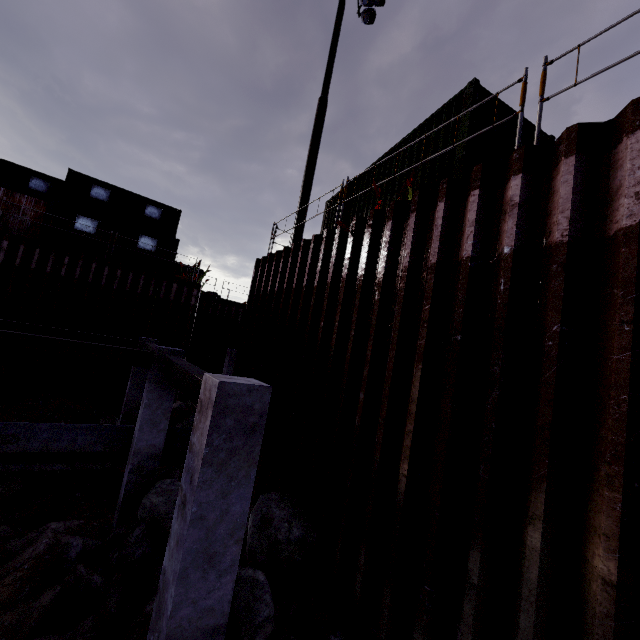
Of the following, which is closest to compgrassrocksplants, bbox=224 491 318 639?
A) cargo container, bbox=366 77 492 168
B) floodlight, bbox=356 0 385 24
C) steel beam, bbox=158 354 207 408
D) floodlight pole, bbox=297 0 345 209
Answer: steel beam, bbox=158 354 207 408

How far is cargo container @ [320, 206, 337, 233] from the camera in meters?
10.3

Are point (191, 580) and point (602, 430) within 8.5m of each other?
yes

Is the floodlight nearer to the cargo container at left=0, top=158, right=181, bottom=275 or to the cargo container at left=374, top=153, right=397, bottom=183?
the cargo container at left=374, top=153, right=397, bottom=183

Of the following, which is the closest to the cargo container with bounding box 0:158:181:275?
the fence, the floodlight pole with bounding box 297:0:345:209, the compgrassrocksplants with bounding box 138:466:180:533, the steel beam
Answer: the fence

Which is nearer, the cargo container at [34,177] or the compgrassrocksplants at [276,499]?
the compgrassrocksplants at [276,499]

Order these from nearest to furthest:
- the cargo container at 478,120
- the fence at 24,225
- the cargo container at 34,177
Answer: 1. the cargo container at 478,120
2. the fence at 24,225
3. the cargo container at 34,177

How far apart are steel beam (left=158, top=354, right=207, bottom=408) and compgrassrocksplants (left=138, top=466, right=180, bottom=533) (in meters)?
2.21
